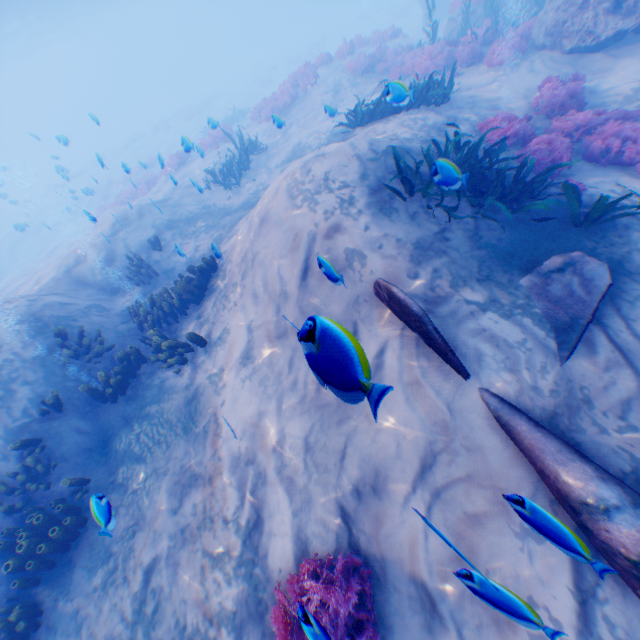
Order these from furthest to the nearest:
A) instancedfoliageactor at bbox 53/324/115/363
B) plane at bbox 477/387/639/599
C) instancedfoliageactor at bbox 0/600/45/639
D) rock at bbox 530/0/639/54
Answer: rock at bbox 530/0/639/54 < instancedfoliageactor at bbox 53/324/115/363 < instancedfoliageactor at bbox 0/600/45/639 < plane at bbox 477/387/639/599

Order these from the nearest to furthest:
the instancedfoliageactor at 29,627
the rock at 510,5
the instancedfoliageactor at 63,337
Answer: the instancedfoliageactor at 29,627 → the instancedfoliageactor at 63,337 → the rock at 510,5

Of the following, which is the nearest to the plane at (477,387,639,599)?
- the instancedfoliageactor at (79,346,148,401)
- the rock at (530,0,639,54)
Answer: the rock at (530,0,639,54)

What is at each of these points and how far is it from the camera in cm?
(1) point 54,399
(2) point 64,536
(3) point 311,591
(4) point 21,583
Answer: (1) instancedfoliageactor, 648
(2) instancedfoliageactor, 548
(3) instancedfoliageactor, 389
(4) instancedfoliageactor, 509

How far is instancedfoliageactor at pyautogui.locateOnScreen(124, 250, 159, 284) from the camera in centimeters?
984cm

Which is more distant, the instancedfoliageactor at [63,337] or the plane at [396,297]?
the instancedfoliageactor at [63,337]

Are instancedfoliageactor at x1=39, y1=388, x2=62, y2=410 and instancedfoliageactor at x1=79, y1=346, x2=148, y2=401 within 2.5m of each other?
yes

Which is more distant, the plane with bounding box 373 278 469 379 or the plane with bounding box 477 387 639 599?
the plane with bounding box 373 278 469 379
